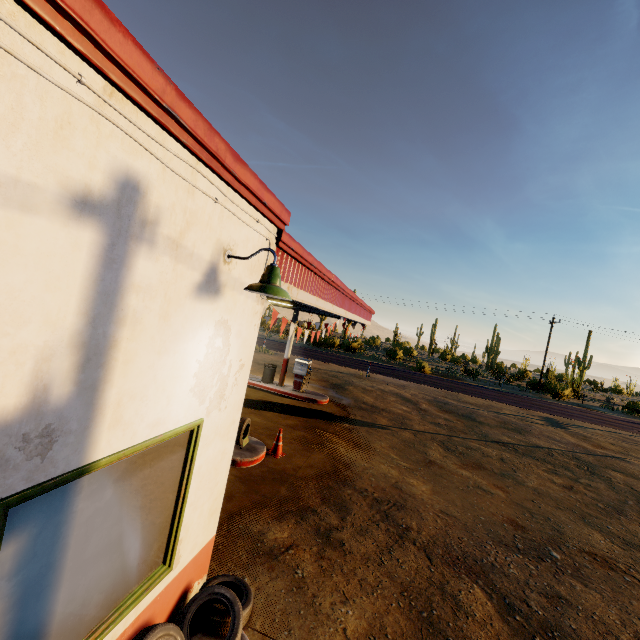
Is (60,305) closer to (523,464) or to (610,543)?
(610,543)

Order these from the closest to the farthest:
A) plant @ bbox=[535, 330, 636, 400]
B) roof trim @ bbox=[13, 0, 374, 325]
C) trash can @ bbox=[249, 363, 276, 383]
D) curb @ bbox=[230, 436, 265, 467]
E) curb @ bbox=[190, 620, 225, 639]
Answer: roof trim @ bbox=[13, 0, 374, 325]
curb @ bbox=[190, 620, 225, 639]
curb @ bbox=[230, 436, 265, 467]
trash can @ bbox=[249, 363, 276, 383]
plant @ bbox=[535, 330, 636, 400]

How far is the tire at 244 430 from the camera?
7.9m

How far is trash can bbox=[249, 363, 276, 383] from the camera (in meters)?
15.45

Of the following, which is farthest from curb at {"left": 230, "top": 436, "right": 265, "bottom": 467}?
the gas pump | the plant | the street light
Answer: the plant

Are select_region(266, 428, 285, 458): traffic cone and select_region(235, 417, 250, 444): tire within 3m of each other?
yes

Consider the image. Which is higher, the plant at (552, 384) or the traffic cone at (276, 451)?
the plant at (552, 384)

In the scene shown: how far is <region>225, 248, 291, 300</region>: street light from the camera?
2.82m
